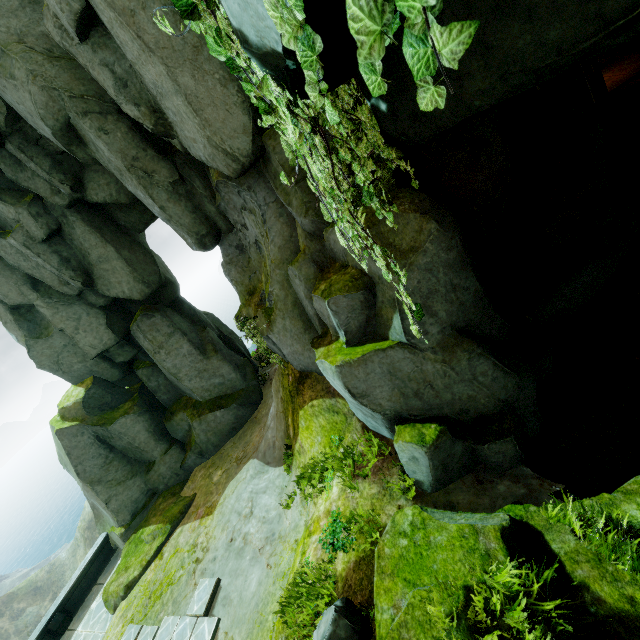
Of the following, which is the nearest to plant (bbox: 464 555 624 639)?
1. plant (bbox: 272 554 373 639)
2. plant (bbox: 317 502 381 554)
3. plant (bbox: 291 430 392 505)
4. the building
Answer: plant (bbox: 272 554 373 639)

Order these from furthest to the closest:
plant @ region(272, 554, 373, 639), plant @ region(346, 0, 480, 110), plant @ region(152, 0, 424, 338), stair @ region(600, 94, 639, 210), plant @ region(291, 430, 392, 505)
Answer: stair @ region(600, 94, 639, 210), plant @ region(291, 430, 392, 505), plant @ region(272, 554, 373, 639), plant @ region(152, 0, 424, 338), plant @ region(346, 0, 480, 110)

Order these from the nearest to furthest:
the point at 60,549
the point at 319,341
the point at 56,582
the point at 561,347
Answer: the point at 561,347
the point at 319,341
the point at 56,582
the point at 60,549

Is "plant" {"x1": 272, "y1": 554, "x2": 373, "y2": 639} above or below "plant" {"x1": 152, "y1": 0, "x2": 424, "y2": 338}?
below

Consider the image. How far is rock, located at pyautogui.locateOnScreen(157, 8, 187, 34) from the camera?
5.7 meters

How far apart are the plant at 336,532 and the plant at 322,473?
0.6m

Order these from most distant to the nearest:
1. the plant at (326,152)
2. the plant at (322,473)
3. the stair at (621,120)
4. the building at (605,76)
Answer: the building at (605,76) < the stair at (621,120) < the plant at (322,473) < the plant at (326,152)

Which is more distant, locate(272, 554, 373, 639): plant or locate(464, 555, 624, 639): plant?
locate(272, 554, 373, 639): plant
